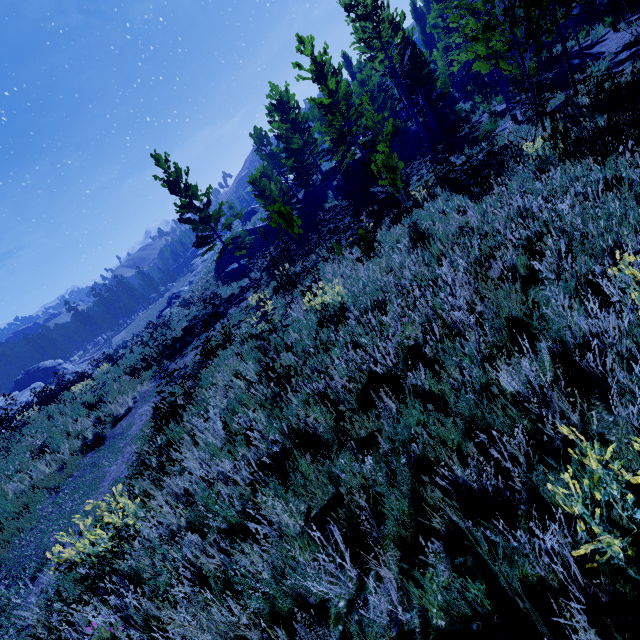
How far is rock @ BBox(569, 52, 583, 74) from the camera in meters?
12.3

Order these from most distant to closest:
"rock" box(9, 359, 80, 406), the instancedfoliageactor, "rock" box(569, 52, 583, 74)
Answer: "rock" box(9, 359, 80, 406)
"rock" box(569, 52, 583, 74)
the instancedfoliageactor

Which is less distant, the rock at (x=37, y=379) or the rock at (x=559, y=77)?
the rock at (x=559, y=77)

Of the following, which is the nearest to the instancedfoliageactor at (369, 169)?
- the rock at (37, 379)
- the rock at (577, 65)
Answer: the rock at (577, 65)

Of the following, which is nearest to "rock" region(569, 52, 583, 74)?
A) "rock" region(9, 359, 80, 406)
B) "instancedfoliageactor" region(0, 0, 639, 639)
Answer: "instancedfoliageactor" region(0, 0, 639, 639)

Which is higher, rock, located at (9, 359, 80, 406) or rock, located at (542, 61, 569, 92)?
rock, located at (9, 359, 80, 406)

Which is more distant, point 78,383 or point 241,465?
point 78,383
